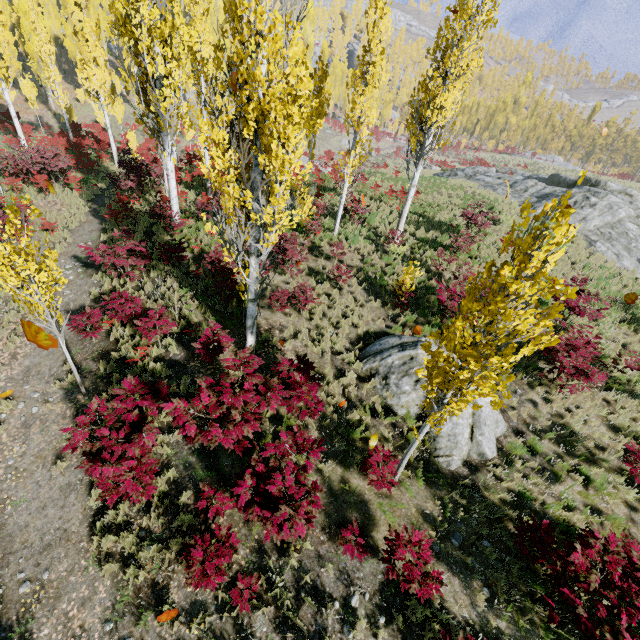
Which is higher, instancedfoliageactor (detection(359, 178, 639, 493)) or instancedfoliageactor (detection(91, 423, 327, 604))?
instancedfoliageactor (detection(359, 178, 639, 493))

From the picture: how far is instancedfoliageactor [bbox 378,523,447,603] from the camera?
5.1m

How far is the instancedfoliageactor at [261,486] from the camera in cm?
502

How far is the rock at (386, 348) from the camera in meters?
8.5 m

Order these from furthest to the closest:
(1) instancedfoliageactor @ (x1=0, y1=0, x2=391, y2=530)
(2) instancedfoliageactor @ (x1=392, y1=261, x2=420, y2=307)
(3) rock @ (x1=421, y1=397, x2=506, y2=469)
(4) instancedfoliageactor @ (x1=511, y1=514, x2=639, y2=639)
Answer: (2) instancedfoliageactor @ (x1=392, y1=261, x2=420, y2=307)
(3) rock @ (x1=421, y1=397, x2=506, y2=469)
(1) instancedfoliageactor @ (x1=0, y1=0, x2=391, y2=530)
(4) instancedfoliageactor @ (x1=511, y1=514, x2=639, y2=639)

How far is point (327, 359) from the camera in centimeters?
958cm
